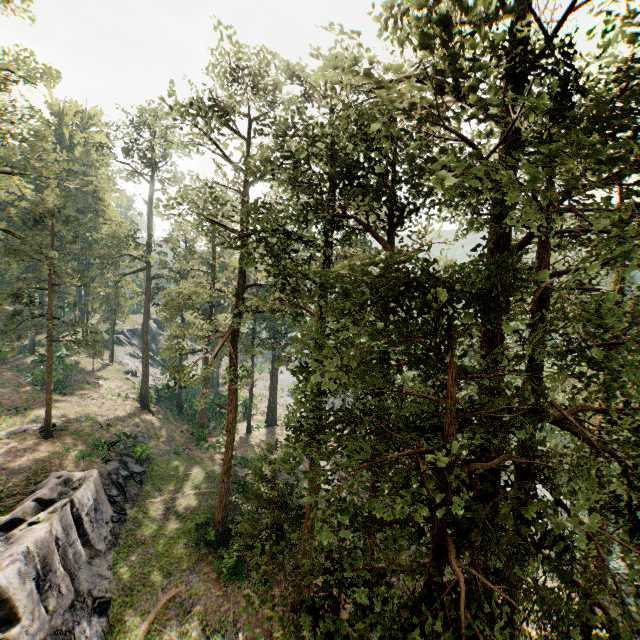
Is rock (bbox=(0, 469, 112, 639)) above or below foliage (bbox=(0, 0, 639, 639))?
below

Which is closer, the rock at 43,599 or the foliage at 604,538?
the foliage at 604,538

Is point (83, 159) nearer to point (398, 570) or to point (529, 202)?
point (529, 202)

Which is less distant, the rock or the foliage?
the foliage

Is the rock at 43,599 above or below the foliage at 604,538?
below
